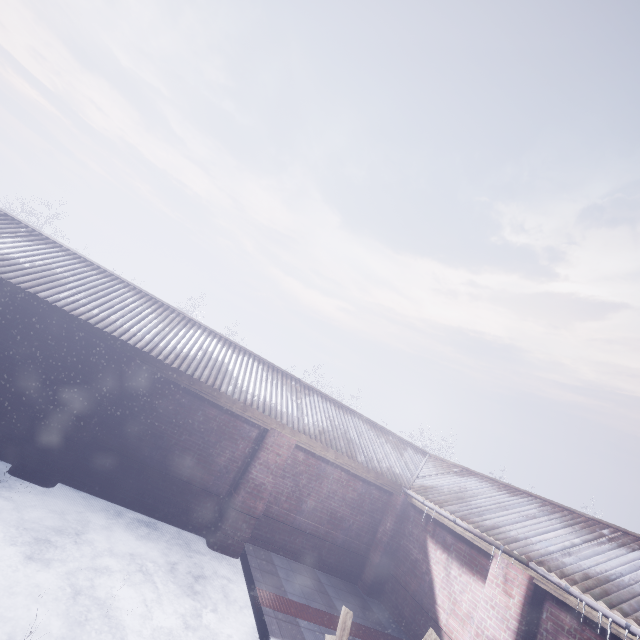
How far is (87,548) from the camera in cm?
401
